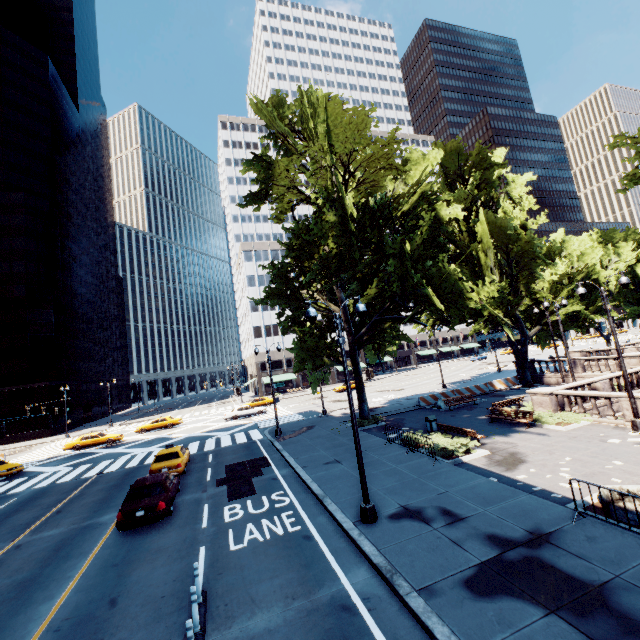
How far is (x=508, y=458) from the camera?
14.17m

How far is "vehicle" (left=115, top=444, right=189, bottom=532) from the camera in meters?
12.2 m

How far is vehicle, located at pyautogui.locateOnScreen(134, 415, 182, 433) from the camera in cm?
3906

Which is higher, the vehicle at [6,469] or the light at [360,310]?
the light at [360,310]

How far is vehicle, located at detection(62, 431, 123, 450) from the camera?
33.4 meters

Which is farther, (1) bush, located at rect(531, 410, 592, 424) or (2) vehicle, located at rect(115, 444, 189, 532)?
(1) bush, located at rect(531, 410, 592, 424)

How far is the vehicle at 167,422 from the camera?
39.06m

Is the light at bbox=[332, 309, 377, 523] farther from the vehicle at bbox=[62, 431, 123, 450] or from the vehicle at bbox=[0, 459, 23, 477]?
the vehicle at bbox=[62, 431, 123, 450]
